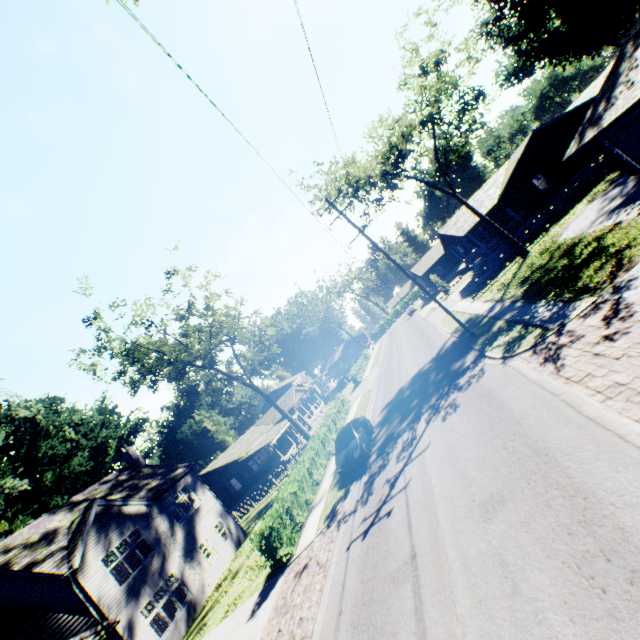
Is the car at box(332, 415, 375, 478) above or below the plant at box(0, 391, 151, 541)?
below

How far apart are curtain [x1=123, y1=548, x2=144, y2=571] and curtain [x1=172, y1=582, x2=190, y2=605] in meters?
1.7 m

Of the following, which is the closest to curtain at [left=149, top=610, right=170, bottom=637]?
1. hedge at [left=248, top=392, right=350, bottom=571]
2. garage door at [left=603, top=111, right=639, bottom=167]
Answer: hedge at [left=248, top=392, right=350, bottom=571]

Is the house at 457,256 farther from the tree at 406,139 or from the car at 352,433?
the car at 352,433

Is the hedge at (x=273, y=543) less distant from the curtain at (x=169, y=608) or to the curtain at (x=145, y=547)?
the curtain at (x=169, y=608)

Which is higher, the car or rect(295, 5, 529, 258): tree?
rect(295, 5, 529, 258): tree

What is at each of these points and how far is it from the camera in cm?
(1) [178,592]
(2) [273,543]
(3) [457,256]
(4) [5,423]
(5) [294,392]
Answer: (1) curtain, 1952
(2) hedge, 1403
(3) house, 4128
(4) plant, 4275
(5) flat, 5006
